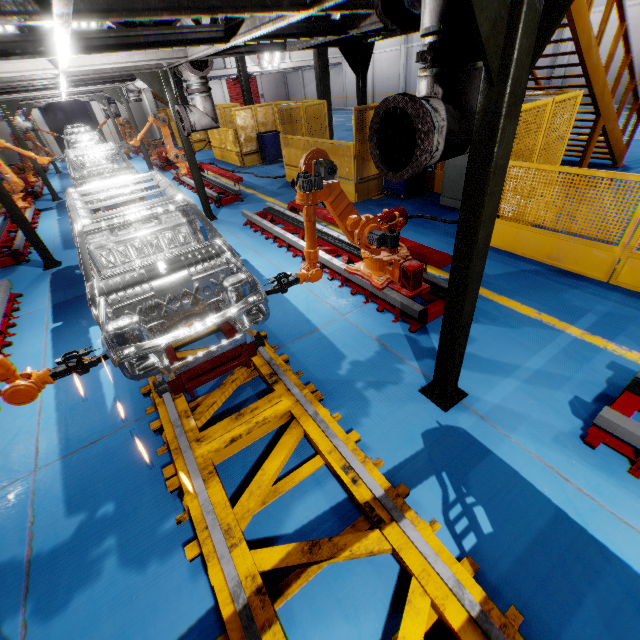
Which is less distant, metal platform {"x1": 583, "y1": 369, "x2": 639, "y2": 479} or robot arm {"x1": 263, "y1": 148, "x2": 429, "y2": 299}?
metal platform {"x1": 583, "y1": 369, "x2": 639, "y2": 479}

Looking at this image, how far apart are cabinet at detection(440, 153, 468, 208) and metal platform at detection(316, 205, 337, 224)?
3.0m

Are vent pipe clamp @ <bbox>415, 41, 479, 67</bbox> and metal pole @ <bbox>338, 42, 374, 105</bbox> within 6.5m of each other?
yes

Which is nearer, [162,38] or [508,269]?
[162,38]

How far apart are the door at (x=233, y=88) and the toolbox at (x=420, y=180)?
37.4 meters

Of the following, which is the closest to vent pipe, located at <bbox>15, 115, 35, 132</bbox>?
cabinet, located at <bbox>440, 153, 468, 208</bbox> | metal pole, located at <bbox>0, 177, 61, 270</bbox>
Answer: metal pole, located at <bbox>0, 177, 61, 270</bbox>

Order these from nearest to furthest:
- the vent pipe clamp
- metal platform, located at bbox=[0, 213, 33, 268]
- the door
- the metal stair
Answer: the vent pipe clamp
the metal stair
metal platform, located at bbox=[0, 213, 33, 268]
the door

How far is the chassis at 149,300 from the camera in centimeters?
339cm
